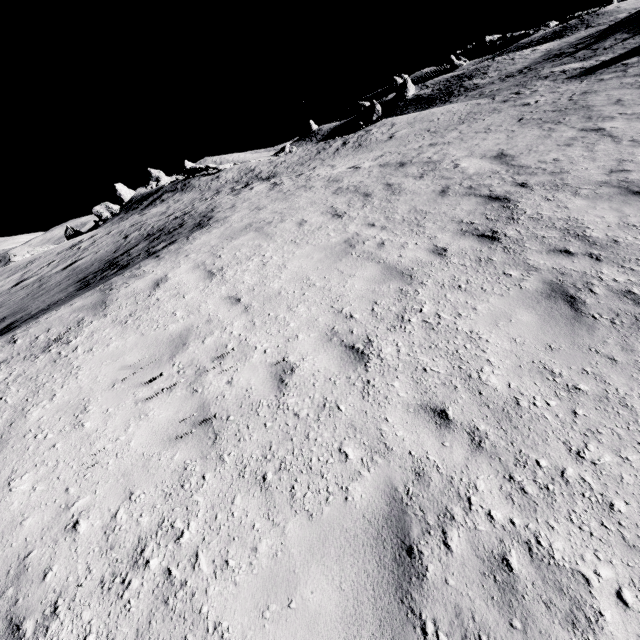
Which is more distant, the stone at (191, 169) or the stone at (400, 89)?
the stone at (400, 89)

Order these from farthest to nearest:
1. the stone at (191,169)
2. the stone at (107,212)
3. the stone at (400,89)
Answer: the stone at (400,89) < the stone at (107,212) < the stone at (191,169)

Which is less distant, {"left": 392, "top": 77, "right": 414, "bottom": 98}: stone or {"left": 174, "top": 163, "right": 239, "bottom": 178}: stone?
{"left": 174, "top": 163, "right": 239, "bottom": 178}: stone

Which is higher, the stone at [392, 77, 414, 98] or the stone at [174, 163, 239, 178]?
the stone at [392, 77, 414, 98]

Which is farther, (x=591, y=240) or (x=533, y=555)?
(x=591, y=240)

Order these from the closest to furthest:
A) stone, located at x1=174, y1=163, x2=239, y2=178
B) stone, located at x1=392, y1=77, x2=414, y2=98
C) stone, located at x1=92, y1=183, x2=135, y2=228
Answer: stone, located at x1=174, y1=163, x2=239, y2=178
stone, located at x1=92, y1=183, x2=135, y2=228
stone, located at x1=392, y1=77, x2=414, y2=98

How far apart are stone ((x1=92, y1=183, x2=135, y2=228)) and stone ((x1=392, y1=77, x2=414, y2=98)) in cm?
4781

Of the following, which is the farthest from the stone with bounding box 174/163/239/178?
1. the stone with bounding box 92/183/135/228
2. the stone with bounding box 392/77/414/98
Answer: the stone with bounding box 392/77/414/98
